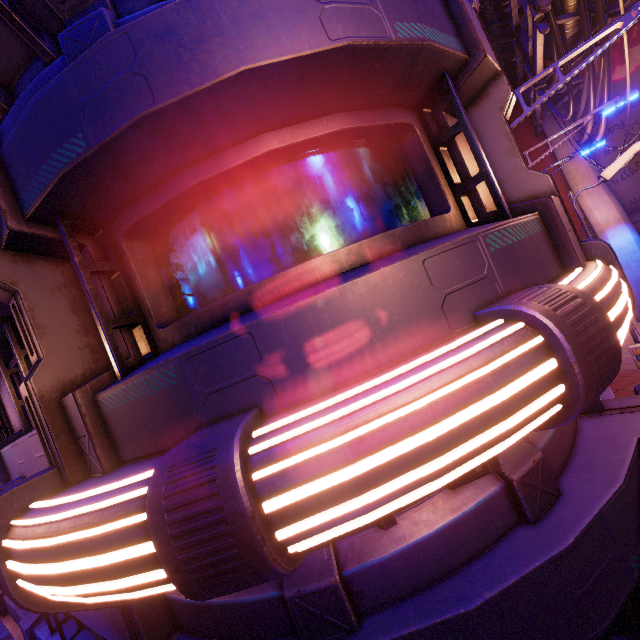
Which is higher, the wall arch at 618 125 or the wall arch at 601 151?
the wall arch at 618 125

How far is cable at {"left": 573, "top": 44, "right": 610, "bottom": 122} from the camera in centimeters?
938cm

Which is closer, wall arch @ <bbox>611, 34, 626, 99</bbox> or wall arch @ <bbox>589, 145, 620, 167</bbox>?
wall arch @ <bbox>611, 34, 626, 99</bbox>

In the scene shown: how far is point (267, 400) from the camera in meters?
2.2 m

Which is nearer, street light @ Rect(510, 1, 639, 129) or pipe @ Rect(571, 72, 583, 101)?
street light @ Rect(510, 1, 639, 129)

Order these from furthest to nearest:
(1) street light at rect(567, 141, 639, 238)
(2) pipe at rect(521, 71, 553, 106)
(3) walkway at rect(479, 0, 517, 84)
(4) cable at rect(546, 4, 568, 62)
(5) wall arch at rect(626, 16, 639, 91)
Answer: (5) wall arch at rect(626, 16, 639, 91) < (3) walkway at rect(479, 0, 517, 84) < (2) pipe at rect(521, 71, 553, 106) < (4) cable at rect(546, 4, 568, 62) < (1) street light at rect(567, 141, 639, 238)

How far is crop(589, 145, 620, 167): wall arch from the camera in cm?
1603
